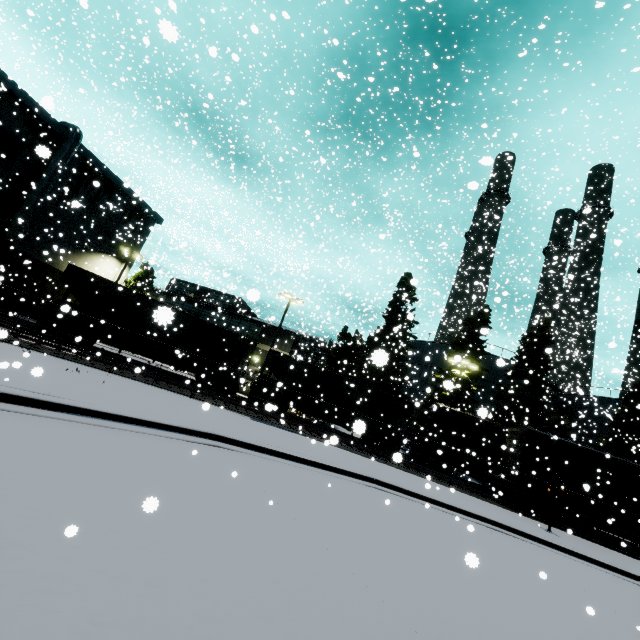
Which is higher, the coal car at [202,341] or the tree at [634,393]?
the tree at [634,393]

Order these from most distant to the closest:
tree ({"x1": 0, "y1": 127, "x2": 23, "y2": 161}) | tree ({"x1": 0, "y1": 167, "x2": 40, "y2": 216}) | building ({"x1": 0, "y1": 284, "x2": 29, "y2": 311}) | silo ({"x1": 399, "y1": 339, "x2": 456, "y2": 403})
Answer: silo ({"x1": 399, "y1": 339, "x2": 456, "y2": 403}), building ({"x1": 0, "y1": 284, "x2": 29, "y2": 311}), tree ({"x1": 0, "y1": 167, "x2": 40, "y2": 216}), tree ({"x1": 0, "y1": 127, "x2": 23, "y2": 161})

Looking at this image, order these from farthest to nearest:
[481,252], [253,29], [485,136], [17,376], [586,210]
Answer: [481,252], [485,136], [586,210], [17,376], [253,29]

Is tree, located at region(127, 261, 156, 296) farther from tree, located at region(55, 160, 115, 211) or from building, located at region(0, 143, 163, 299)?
building, located at region(0, 143, 163, 299)

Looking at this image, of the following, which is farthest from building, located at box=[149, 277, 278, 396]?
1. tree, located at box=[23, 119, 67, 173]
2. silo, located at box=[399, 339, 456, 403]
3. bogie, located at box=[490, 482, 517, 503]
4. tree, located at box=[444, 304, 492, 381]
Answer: bogie, located at box=[490, 482, 517, 503]

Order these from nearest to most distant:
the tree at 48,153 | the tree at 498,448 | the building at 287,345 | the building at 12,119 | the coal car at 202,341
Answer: the tree at 48,153 < the coal car at 202,341 < the building at 12,119 < the tree at 498,448 < the building at 287,345

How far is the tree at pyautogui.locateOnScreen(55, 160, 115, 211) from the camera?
29.0m

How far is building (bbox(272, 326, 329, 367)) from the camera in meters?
33.1
